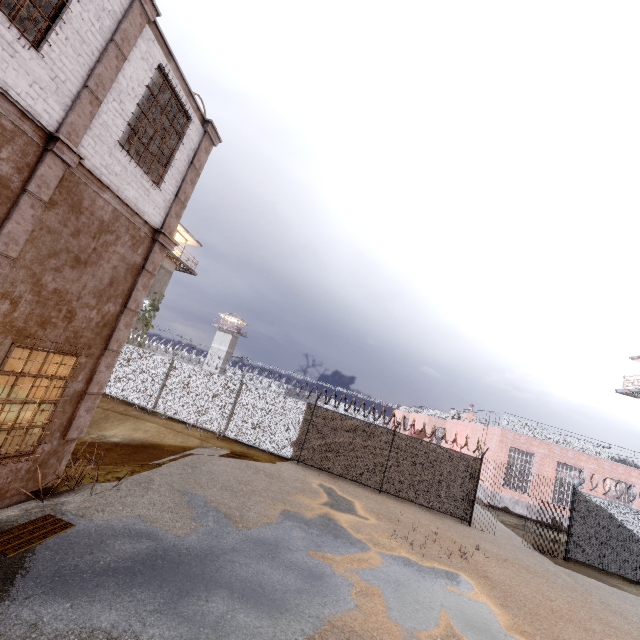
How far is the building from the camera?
28.8 meters

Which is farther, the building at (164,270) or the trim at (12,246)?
the building at (164,270)

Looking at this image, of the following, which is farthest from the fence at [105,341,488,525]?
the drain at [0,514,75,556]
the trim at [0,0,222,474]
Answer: the drain at [0,514,75,556]

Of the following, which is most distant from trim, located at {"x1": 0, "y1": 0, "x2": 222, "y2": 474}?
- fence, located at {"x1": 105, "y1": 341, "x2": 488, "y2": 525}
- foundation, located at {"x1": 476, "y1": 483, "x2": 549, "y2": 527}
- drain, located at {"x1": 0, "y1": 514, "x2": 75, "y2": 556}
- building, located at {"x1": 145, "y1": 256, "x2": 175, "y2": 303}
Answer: foundation, located at {"x1": 476, "y1": 483, "x2": 549, "y2": 527}

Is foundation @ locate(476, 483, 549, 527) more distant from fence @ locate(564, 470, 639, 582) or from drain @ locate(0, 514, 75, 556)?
drain @ locate(0, 514, 75, 556)

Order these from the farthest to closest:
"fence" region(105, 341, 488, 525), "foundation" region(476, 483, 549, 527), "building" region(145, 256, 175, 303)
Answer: "building" region(145, 256, 175, 303), "foundation" region(476, 483, 549, 527), "fence" region(105, 341, 488, 525)

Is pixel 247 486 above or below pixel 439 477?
below

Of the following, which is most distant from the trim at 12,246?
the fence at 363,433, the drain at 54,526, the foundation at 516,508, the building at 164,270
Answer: the foundation at 516,508
